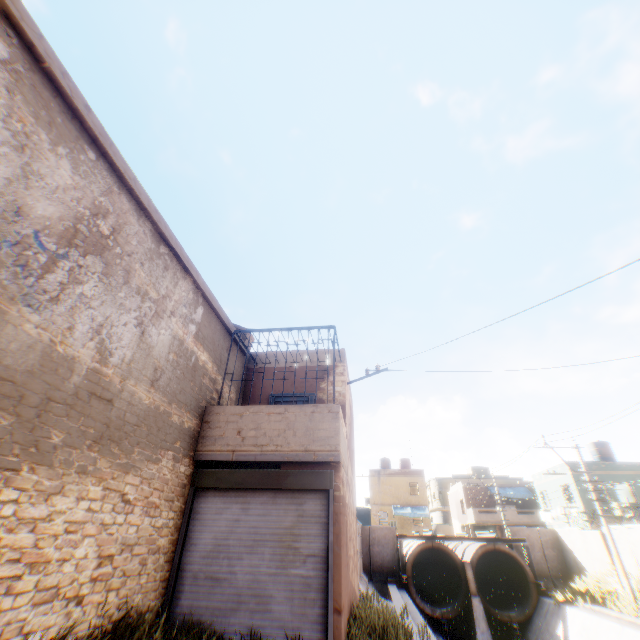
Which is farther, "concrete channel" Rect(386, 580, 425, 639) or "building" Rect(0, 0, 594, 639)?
"concrete channel" Rect(386, 580, 425, 639)

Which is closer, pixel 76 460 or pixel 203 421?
pixel 76 460

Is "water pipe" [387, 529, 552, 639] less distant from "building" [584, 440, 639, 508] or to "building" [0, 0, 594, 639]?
"building" [584, 440, 639, 508]

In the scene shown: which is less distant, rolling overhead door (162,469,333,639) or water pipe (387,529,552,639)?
rolling overhead door (162,469,333,639)

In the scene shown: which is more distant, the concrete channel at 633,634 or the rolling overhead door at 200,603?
the concrete channel at 633,634

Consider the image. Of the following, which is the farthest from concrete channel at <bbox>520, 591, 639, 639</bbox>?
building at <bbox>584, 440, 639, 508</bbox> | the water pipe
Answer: building at <bbox>584, 440, 639, 508</bbox>
